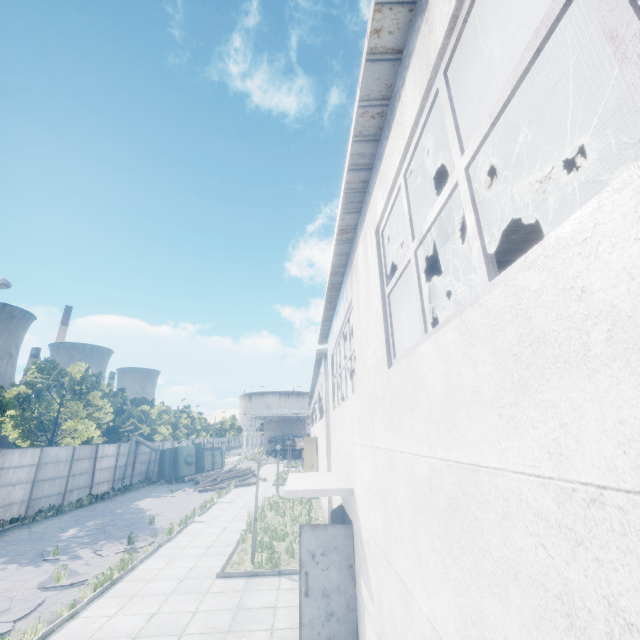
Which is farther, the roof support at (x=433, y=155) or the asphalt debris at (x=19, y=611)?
the asphalt debris at (x=19, y=611)

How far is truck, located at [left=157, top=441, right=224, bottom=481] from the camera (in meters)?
30.84

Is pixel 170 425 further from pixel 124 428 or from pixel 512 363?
pixel 512 363

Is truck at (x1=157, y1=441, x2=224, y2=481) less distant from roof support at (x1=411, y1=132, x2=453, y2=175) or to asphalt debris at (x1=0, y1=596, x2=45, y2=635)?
asphalt debris at (x1=0, y1=596, x2=45, y2=635)

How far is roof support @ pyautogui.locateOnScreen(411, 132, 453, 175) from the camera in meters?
4.2

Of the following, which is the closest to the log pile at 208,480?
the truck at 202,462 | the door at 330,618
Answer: the truck at 202,462

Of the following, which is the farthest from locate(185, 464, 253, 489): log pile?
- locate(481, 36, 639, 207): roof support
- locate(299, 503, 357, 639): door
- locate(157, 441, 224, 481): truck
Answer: locate(299, 503, 357, 639): door

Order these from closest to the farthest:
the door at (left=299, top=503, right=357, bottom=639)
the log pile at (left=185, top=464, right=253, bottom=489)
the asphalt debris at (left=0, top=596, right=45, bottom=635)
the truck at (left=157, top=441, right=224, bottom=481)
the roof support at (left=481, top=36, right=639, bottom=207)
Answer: the roof support at (left=481, top=36, right=639, bottom=207), the door at (left=299, top=503, right=357, bottom=639), the asphalt debris at (left=0, top=596, right=45, bottom=635), the log pile at (left=185, top=464, right=253, bottom=489), the truck at (left=157, top=441, right=224, bottom=481)
